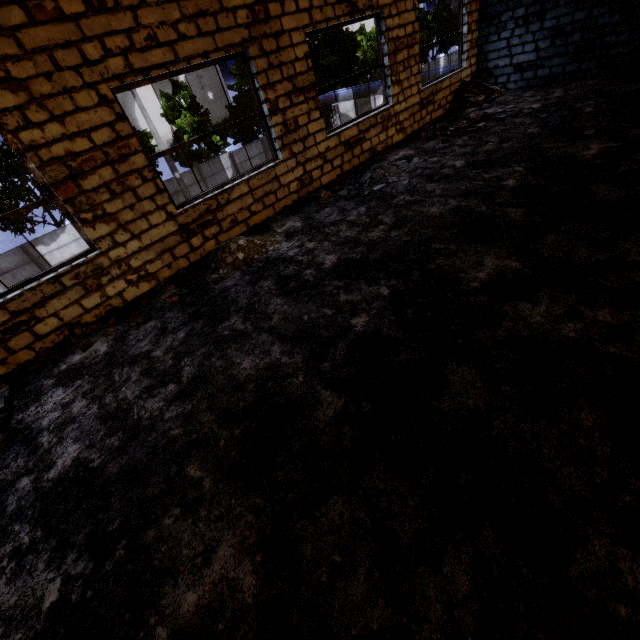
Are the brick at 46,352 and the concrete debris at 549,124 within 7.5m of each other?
no

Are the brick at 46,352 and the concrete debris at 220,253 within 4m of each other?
yes

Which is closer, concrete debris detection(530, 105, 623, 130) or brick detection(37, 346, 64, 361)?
brick detection(37, 346, 64, 361)

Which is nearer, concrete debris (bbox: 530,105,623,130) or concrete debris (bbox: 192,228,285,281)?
concrete debris (bbox: 192,228,285,281)

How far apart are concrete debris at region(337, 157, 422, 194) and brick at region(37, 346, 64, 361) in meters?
6.6 m

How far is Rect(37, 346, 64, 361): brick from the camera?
5.4m

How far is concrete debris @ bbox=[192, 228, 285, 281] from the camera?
6.3m

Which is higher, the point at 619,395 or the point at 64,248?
the point at 619,395
